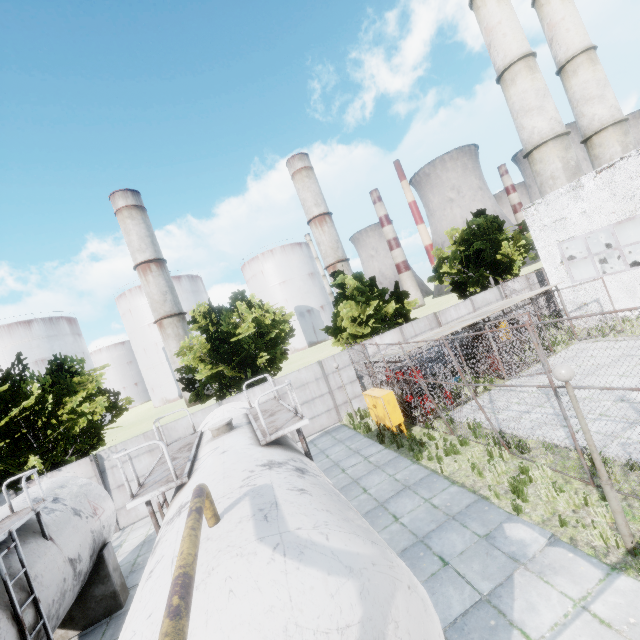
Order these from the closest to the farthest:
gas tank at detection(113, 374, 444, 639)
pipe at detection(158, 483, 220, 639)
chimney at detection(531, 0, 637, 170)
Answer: pipe at detection(158, 483, 220, 639)
gas tank at detection(113, 374, 444, 639)
chimney at detection(531, 0, 637, 170)

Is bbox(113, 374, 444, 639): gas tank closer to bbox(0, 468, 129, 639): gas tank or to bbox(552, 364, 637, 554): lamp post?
bbox(0, 468, 129, 639): gas tank

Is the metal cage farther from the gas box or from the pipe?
the pipe

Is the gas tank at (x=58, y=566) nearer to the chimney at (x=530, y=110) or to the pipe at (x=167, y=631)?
the pipe at (x=167, y=631)

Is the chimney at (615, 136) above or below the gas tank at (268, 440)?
above

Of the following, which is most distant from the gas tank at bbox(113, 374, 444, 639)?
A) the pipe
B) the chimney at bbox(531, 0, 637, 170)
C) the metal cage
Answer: the chimney at bbox(531, 0, 637, 170)

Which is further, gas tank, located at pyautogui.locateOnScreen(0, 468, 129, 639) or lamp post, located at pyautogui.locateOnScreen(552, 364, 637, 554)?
gas tank, located at pyautogui.locateOnScreen(0, 468, 129, 639)

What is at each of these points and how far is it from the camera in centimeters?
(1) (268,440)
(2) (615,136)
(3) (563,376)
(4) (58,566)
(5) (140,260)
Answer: (1) gas tank, 587cm
(2) chimney, 2480cm
(3) lamp post, 552cm
(4) gas tank, 724cm
(5) chimney, 5869cm
